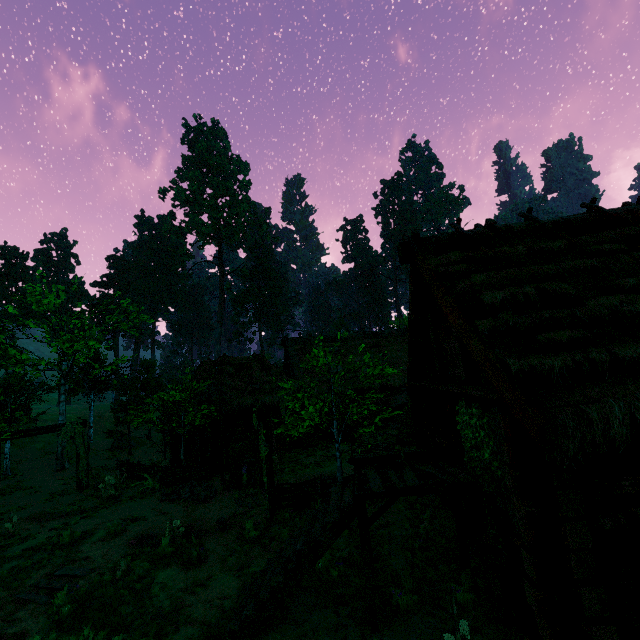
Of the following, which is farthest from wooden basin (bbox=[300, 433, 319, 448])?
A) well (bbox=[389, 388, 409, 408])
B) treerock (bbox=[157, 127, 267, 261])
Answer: → treerock (bbox=[157, 127, 267, 261])

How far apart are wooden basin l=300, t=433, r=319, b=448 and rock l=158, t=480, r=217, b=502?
6.6 meters

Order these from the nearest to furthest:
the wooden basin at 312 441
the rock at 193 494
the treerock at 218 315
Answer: the rock at 193 494, the wooden basin at 312 441, the treerock at 218 315

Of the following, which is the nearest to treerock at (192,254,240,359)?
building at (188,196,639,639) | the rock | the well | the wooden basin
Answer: building at (188,196,639,639)

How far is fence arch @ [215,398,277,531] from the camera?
10.4m

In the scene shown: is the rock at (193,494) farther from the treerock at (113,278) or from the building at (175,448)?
the building at (175,448)

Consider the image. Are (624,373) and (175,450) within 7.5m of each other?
no

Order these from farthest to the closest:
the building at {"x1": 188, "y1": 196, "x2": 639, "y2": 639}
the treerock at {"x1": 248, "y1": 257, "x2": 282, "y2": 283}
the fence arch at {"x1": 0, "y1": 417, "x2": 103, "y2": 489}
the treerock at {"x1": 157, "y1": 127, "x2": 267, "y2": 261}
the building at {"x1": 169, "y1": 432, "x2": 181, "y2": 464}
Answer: the treerock at {"x1": 248, "y1": 257, "x2": 282, "y2": 283}, the treerock at {"x1": 157, "y1": 127, "x2": 267, "y2": 261}, the building at {"x1": 169, "y1": 432, "x2": 181, "y2": 464}, the fence arch at {"x1": 0, "y1": 417, "x2": 103, "y2": 489}, the building at {"x1": 188, "y1": 196, "x2": 639, "y2": 639}
